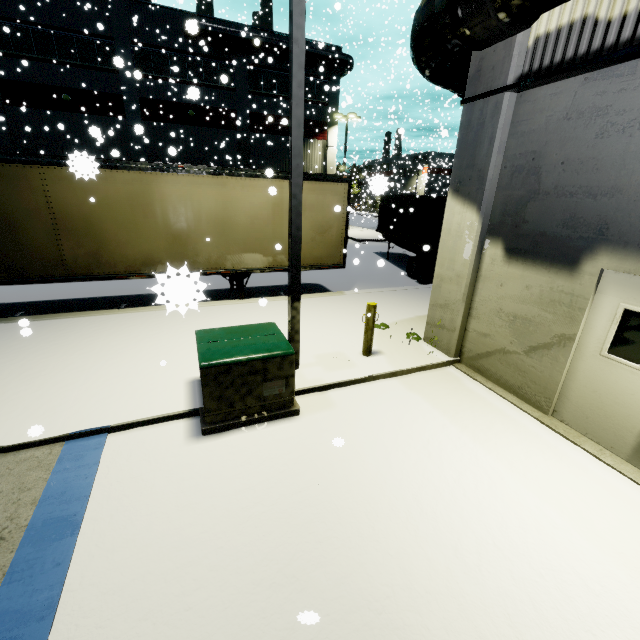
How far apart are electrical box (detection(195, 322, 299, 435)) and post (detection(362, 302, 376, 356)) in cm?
183

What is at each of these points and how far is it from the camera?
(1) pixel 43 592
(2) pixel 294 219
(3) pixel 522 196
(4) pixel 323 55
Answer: (1) building, 2.8 meters
(2) light, 5.2 meters
(3) building, 5.3 meters
(4) vent duct, 25.7 meters

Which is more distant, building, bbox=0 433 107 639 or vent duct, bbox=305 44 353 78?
vent duct, bbox=305 44 353 78

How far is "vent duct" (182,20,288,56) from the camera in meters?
10.0 m

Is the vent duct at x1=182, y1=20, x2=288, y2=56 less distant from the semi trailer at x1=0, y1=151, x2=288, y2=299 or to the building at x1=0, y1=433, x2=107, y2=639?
the building at x1=0, y1=433, x2=107, y2=639

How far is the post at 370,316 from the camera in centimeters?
648cm

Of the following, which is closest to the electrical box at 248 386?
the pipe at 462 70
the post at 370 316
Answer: the post at 370 316

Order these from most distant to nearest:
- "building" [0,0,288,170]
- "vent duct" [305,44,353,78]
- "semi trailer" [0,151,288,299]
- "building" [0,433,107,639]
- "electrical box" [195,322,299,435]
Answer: "vent duct" [305,44,353,78] < "building" [0,0,288,170] < "semi trailer" [0,151,288,299] < "electrical box" [195,322,299,435] < "building" [0,433,107,639]
